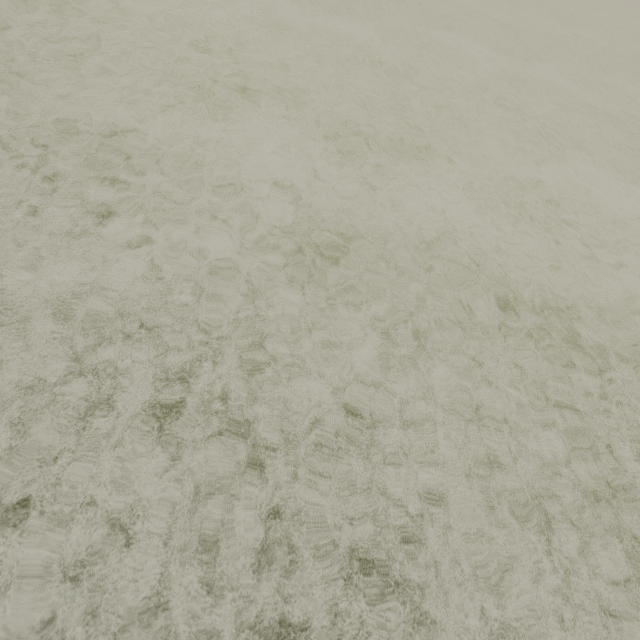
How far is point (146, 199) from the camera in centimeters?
317cm
